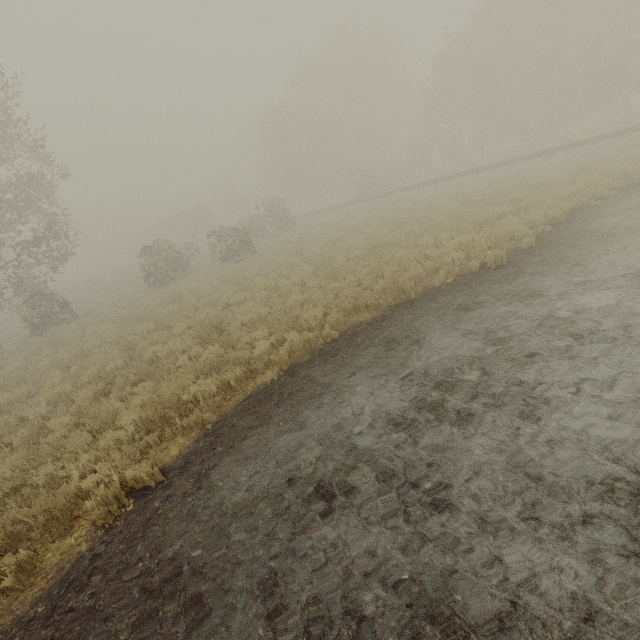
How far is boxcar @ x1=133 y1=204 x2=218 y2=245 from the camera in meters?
45.2 m

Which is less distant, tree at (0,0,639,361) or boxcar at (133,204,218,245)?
tree at (0,0,639,361)

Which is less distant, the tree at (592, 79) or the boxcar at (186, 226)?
the tree at (592, 79)

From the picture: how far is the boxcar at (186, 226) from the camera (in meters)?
45.22

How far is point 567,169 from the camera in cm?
1402
